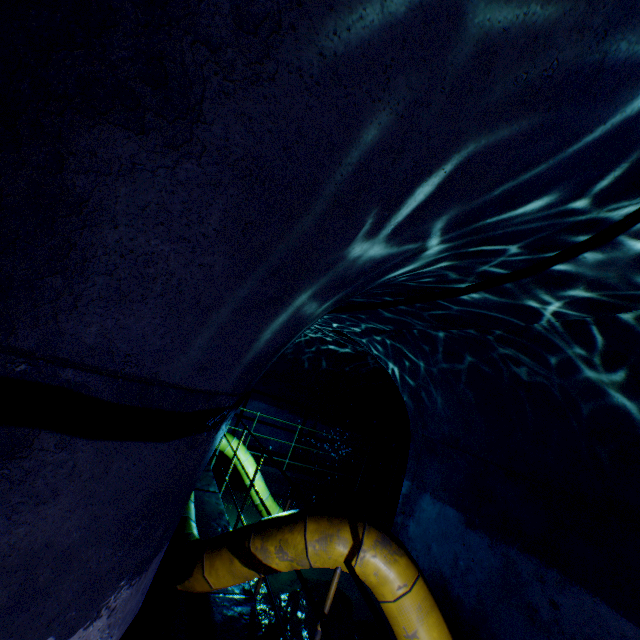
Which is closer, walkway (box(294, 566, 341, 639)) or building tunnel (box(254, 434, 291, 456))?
walkway (box(294, 566, 341, 639))

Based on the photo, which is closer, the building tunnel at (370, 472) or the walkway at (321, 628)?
the walkway at (321, 628)

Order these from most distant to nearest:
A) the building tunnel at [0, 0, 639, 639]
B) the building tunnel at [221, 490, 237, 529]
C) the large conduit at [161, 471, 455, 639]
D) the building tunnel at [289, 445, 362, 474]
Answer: the building tunnel at [289, 445, 362, 474]
the building tunnel at [221, 490, 237, 529]
the large conduit at [161, 471, 455, 639]
the building tunnel at [0, 0, 639, 639]

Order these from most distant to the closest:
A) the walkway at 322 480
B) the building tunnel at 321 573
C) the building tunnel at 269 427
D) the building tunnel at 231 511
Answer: the building tunnel at 269 427, the building tunnel at 231 511, the building tunnel at 321 573, the walkway at 322 480

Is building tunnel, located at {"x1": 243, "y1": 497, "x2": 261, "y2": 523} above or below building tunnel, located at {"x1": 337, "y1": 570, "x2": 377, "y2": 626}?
below

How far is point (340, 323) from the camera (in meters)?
6.59

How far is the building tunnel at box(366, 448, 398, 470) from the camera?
11.48m

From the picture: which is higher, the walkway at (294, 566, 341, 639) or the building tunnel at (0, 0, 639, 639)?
the building tunnel at (0, 0, 639, 639)
